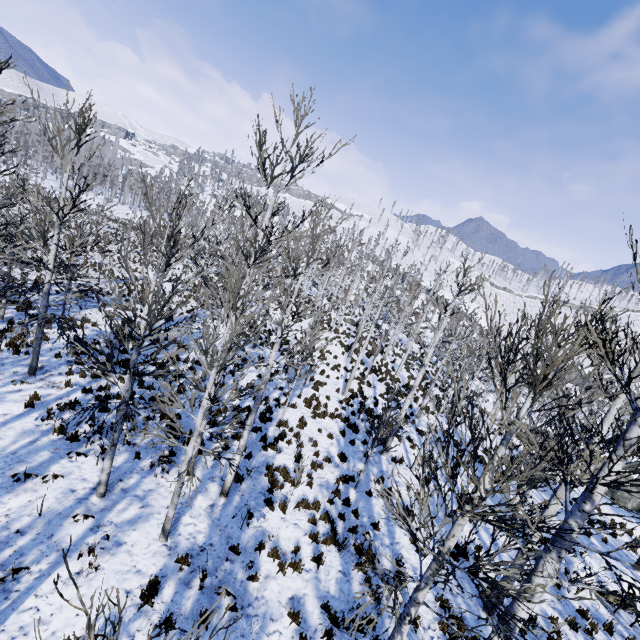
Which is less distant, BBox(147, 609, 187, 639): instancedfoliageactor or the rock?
BBox(147, 609, 187, 639): instancedfoliageactor

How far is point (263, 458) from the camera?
11.1 meters

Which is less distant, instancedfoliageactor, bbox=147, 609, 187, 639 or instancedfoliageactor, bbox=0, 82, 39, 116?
instancedfoliageactor, bbox=147, 609, 187, 639

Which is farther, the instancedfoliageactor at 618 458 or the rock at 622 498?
the rock at 622 498

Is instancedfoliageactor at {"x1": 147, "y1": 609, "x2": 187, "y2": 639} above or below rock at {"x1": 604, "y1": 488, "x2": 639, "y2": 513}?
above

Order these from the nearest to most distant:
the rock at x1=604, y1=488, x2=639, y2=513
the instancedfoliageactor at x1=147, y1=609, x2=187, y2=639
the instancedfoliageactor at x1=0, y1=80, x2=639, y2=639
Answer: the instancedfoliageactor at x1=147, y1=609, x2=187, y2=639 < the instancedfoliageactor at x1=0, y1=80, x2=639, y2=639 < the rock at x1=604, y1=488, x2=639, y2=513

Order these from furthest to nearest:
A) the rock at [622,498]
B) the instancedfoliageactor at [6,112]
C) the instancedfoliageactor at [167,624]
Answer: the rock at [622,498] → the instancedfoliageactor at [6,112] → the instancedfoliageactor at [167,624]
